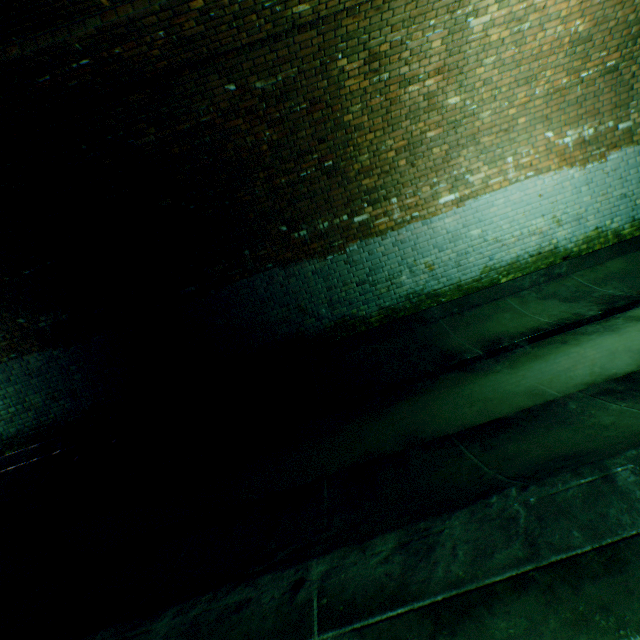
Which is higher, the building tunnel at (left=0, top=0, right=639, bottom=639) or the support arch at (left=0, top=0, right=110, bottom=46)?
the support arch at (left=0, top=0, right=110, bottom=46)

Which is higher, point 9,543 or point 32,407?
point 32,407

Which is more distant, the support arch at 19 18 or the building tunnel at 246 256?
the support arch at 19 18

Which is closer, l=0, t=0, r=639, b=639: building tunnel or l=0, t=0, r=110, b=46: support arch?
l=0, t=0, r=639, b=639: building tunnel

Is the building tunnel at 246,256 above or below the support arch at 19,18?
below
